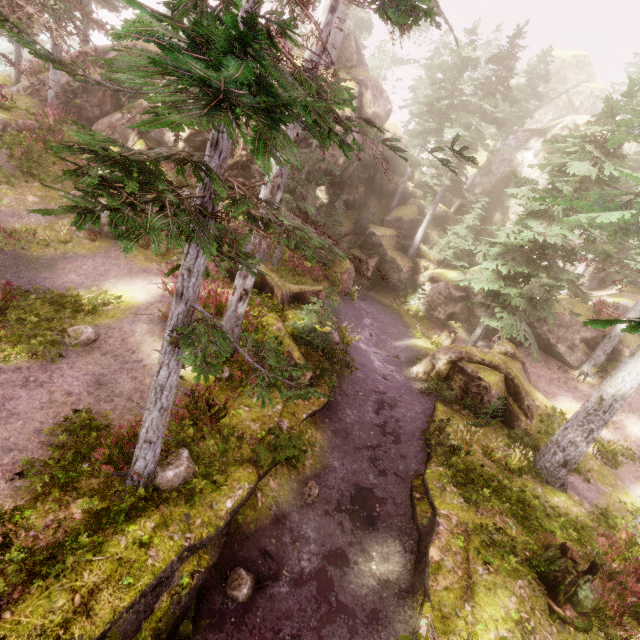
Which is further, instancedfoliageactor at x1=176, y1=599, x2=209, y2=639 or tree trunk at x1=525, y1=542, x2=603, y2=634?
tree trunk at x1=525, y1=542, x2=603, y2=634

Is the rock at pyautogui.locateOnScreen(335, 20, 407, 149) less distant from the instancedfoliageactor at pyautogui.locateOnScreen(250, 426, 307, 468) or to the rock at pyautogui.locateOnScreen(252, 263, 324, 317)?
the instancedfoliageactor at pyautogui.locateOnScreen(250, 426, 307, 468)

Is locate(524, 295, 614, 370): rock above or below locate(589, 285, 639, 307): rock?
below

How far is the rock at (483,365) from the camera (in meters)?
14.20

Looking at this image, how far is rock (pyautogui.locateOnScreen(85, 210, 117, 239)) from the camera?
14.8 meters

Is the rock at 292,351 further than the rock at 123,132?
No

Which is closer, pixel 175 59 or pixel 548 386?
pixel 175 59

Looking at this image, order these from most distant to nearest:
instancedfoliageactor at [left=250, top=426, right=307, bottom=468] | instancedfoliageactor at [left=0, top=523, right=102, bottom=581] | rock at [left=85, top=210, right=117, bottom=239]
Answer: rock at [left=85, top=210, right=117, bottom=239]
instancedfoliageactor at [left=250, top=426, right=307, bottom=468]
instancedfoliageactor at [left=0, top=523, right=102, bottom=581]
